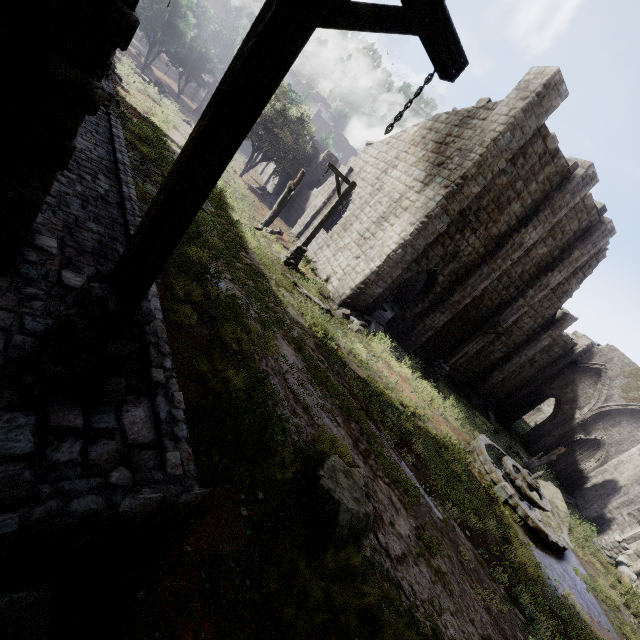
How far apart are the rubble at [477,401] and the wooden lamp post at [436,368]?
6.44m

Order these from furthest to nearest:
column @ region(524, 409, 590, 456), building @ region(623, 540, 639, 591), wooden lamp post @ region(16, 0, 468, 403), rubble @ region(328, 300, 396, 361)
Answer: column @ region(524, 409, 590, 456)
building @ region(623, 540, 639, 591)
rubble @ region(328, 300, 396, 361)
wooden lamp post @ region(16, 0, 468, 403)

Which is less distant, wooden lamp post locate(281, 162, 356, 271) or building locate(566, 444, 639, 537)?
wooden lamp post locate(281, 162, 356, 271)

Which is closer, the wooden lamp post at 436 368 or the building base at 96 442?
the building base at 96 442

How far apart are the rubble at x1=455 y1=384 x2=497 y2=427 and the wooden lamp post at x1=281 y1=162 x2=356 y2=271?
15.77m

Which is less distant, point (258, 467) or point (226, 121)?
point (226, 121)

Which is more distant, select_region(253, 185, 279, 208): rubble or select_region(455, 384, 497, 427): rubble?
select_region(253, 185, 279, 208): rubble

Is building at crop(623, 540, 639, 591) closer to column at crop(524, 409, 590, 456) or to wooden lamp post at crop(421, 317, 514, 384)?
wooden lamp post at crop(421, 317, 514, 384)
